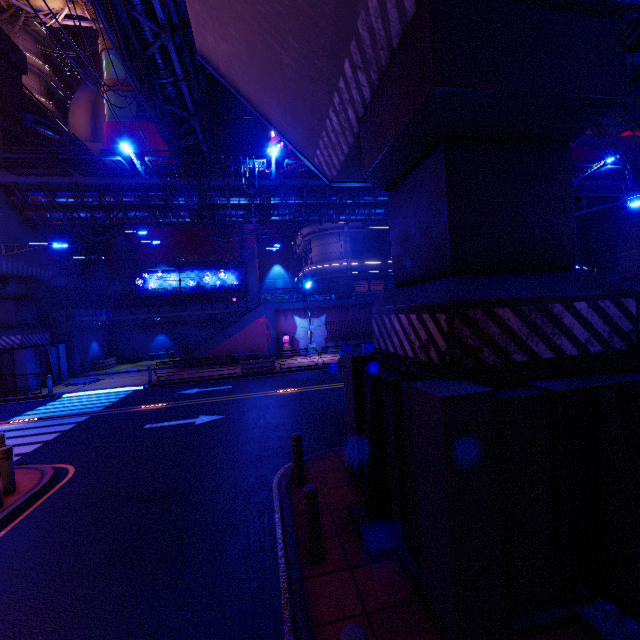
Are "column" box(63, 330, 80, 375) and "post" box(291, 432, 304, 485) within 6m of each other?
no

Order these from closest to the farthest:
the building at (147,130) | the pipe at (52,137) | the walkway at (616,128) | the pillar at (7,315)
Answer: the walkway at (616,128)
the pillar at (7,315)
the pipe at (52,137)
the building at (147,130)

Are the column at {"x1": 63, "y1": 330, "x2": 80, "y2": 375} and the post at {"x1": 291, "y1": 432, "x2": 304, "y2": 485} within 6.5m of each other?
no

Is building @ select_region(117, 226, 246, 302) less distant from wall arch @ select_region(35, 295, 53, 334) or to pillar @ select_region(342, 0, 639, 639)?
wall arch @ select_region(35, 295, 53, 334)

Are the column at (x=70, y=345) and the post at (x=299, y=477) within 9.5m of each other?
no

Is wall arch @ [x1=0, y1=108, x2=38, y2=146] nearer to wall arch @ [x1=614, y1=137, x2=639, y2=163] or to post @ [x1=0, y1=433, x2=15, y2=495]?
post @ [x1=0, y1=433, x2=15, y2=495]

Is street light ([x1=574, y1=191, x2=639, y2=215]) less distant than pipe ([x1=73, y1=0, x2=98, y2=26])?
Yes

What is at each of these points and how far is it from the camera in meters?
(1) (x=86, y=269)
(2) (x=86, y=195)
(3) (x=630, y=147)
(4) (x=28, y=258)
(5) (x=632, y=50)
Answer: (1) vent, 27.7 m
(2) walkway, 19.4 m
(3) wall arch, 26.5 m
(4) walkway, 19.9 m
(5) walkway, 9.3 m
